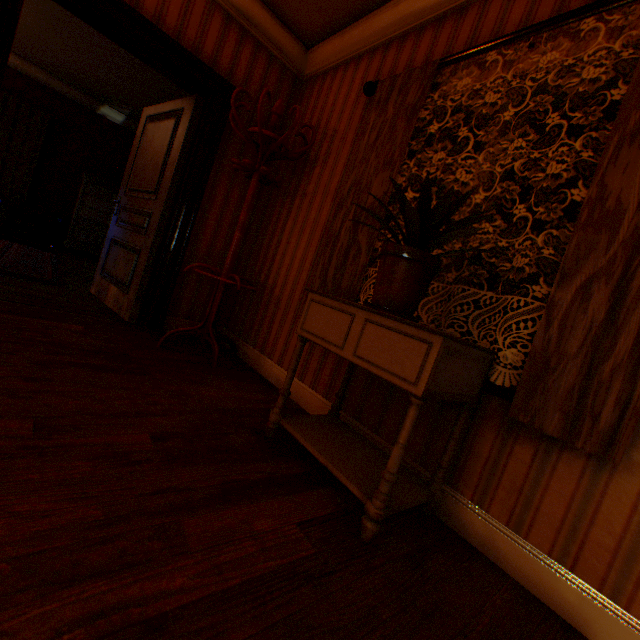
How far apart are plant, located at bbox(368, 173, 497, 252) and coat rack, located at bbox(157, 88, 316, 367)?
1.36m

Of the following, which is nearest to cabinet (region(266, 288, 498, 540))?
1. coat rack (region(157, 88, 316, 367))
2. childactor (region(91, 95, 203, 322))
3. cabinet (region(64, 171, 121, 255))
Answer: coat rack (region(157, 88, 316, 367))

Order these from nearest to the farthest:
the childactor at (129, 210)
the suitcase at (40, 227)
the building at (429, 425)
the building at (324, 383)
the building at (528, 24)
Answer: the building at (528, 24) → the building at (429, 425) → the building at (324, 383) → the childactor at (129, 210) → the suitcase at (40, 227)

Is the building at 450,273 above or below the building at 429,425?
above

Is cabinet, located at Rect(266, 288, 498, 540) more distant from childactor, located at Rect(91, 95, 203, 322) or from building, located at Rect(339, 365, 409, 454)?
childactor, located at Rect(91, 95, 203, 322)

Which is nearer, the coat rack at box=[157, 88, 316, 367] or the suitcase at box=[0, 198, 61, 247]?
the coat rack at box=[157, 88, 316, 367]

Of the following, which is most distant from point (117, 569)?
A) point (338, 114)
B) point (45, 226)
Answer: point (45, 226)

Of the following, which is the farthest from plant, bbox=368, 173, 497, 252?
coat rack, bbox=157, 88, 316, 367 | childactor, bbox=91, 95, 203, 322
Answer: childactor, bbox=91, 95, 203, 322
